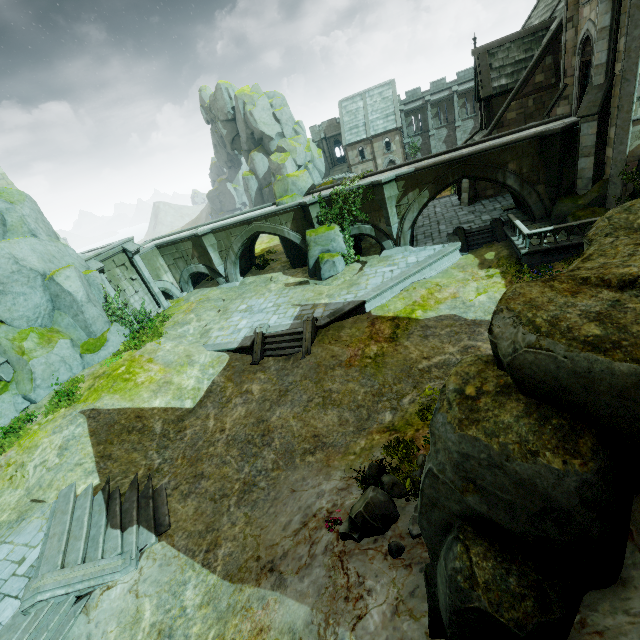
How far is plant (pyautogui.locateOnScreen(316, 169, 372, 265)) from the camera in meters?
21.2 m

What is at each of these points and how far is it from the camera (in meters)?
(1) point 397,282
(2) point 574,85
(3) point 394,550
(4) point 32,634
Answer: (1) wall trim, 18.56
(2) building, 18.34
(3) rock, 6.32
(4) stair, 8.09

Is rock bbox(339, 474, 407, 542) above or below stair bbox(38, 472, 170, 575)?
above

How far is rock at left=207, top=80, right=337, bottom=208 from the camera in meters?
25.7 m

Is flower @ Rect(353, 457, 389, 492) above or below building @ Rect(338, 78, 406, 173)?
below

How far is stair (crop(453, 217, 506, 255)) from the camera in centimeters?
2050cm

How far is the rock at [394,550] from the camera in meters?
6.3 m

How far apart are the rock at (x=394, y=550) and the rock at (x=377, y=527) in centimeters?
37cm
